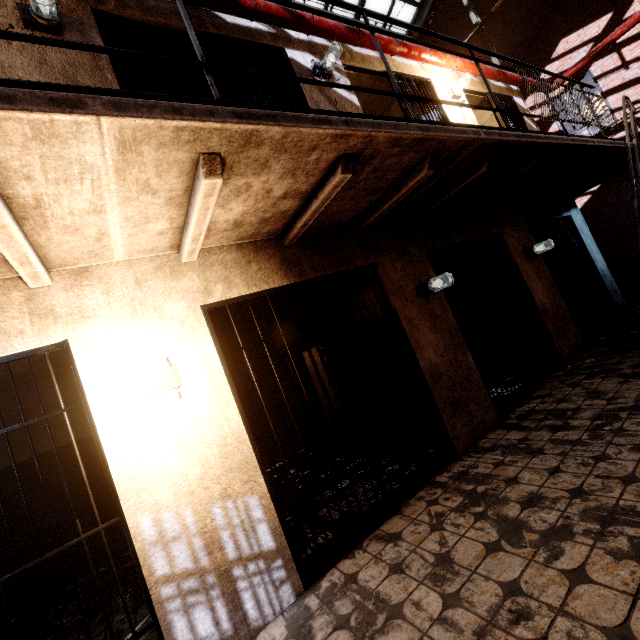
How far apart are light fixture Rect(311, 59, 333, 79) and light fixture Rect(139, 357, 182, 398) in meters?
4.1 m

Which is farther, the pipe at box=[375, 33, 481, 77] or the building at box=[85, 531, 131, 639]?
the pipe at box=[375, 33, 481, 77]

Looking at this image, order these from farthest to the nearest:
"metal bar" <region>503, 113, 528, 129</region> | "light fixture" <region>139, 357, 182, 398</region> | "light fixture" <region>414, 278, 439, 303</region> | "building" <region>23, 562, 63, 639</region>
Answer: "metal bar" <region>503, 113, 528, 129</region> → "light fixture" <region>414, 278, 439, 303</region> → "building" <region>23, 562, 63, 639</region> → "light fixture" <region>139, 357, 182, 398</region>

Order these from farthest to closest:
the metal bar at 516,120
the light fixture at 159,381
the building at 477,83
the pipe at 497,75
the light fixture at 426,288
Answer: the metal bar at 516,120, the pipe at 497,75, the building at 477,83, the light fixture at 426,288, the light fixture at 159,381

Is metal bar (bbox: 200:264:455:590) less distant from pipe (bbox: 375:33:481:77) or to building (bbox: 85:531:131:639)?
building (bbox: 85:531:131:639)

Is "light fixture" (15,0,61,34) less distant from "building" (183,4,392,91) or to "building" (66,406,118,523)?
"building" (183,4,392,91)

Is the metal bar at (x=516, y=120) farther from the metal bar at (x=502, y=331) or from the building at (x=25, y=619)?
the building at (x=25, y=619)

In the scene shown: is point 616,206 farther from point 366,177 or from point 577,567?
point 577,567
